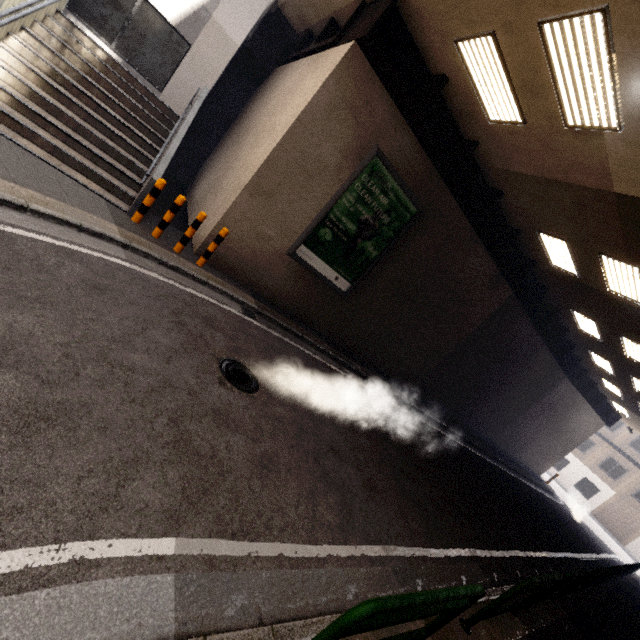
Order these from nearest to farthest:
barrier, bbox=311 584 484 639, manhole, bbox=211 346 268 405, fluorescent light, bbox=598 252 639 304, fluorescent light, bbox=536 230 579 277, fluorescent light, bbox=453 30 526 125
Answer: barrier, bbox=311 584 484 639 < manhole, bbox=211 346 268 405 < fluorescent light, bbox=453 30 526 125 < fluorescent light, bbox=598 252 639 304 < fluorescent light, bbox=536 230 579 277

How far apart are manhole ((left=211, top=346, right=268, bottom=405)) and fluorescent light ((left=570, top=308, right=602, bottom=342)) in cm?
1348

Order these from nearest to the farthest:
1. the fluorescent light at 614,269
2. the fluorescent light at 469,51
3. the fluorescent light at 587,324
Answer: the fluorescent light at 469,51, the fluorescent light at 614,269, the fluorescent light at 587,324

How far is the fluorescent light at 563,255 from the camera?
9.6m

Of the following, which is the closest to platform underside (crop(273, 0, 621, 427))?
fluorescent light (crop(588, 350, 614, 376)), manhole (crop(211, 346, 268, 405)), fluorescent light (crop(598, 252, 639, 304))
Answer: fluorescent light (crop(588, 350, 614, 376))

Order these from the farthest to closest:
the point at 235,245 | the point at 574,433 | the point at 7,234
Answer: the point at 574,433 → the point at 235,245 → the point at 7,234

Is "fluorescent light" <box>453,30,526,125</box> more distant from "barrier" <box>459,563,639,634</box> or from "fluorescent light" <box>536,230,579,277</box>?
"barrier" <box>459,563,639,634</box>

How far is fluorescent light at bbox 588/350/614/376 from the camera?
15.31m
